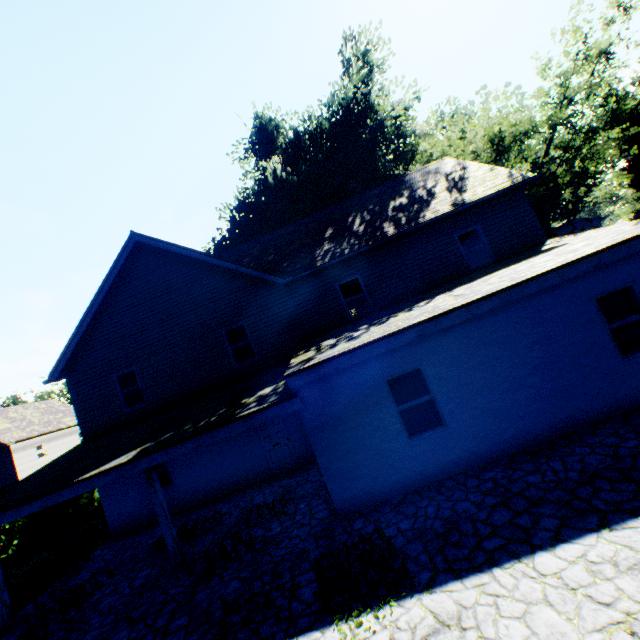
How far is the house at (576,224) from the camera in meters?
56.9 m

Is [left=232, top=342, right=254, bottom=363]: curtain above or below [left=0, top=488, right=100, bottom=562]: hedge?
above

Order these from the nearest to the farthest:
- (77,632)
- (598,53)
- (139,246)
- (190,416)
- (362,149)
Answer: (77,632), (190,416), (139,246), (598,53), (362,149)

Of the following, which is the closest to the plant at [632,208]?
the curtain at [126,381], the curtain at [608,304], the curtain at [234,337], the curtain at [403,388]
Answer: the curtain at [608,304]

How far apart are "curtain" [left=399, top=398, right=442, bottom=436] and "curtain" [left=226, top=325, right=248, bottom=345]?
6.80m

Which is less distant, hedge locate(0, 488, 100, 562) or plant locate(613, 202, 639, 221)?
hedge locate(0, 488, 100, 562)

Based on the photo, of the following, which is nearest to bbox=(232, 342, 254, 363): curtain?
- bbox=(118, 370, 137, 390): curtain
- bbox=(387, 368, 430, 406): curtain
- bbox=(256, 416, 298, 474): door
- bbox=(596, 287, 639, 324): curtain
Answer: bbox=(256, 416, 298, 474): door

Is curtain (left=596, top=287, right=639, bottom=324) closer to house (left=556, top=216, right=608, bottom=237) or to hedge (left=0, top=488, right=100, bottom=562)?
hedge (left=0, top=488, right=100, bottom=562)
